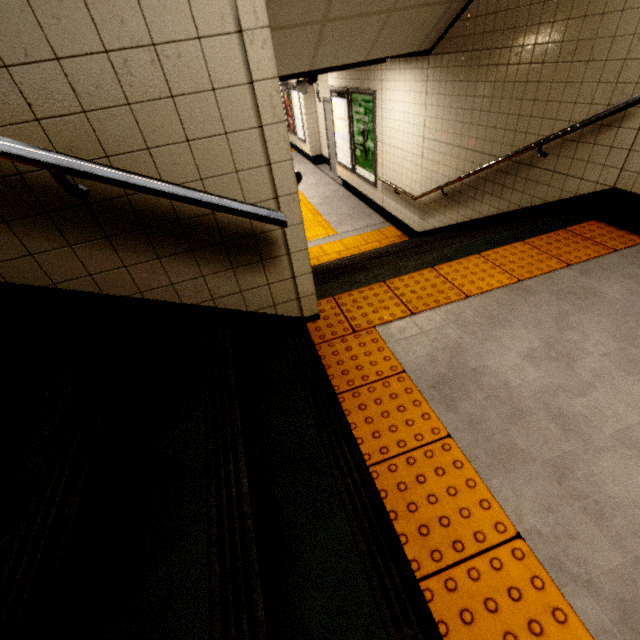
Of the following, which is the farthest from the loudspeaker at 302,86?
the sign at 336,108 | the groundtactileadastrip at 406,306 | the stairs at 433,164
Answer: the groundtactileadastrip at 406,306

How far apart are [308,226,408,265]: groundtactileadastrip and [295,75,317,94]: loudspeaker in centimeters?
277cm

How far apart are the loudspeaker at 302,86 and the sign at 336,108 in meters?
1.1

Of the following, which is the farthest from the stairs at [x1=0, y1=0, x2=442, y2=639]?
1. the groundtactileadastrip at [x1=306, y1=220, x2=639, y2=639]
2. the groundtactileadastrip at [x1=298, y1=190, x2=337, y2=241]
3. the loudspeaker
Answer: the loudspeaker

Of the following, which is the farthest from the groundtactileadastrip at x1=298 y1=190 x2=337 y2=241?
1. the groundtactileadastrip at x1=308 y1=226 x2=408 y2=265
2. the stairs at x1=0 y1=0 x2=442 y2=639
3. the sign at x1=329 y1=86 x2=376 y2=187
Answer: the stairs at x1=0 y1=0 x2=442 y2=639

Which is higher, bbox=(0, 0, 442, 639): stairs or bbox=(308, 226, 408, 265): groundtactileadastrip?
bbox=(0, 0, 442, 639): stairs

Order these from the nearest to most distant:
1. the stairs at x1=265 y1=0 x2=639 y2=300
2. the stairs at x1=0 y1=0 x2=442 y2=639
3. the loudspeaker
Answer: the stairs at x1=0 y1=0 x2=442 y2=639, the stairs at x1=265 y1=0 x2=639 y2=300, the loudspeaker

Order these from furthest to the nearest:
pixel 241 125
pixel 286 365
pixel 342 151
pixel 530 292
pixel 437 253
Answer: pixel 342 151 → pixel 437 253 → pixel 530 292 → pixel 286 365 → pixel 241 125
